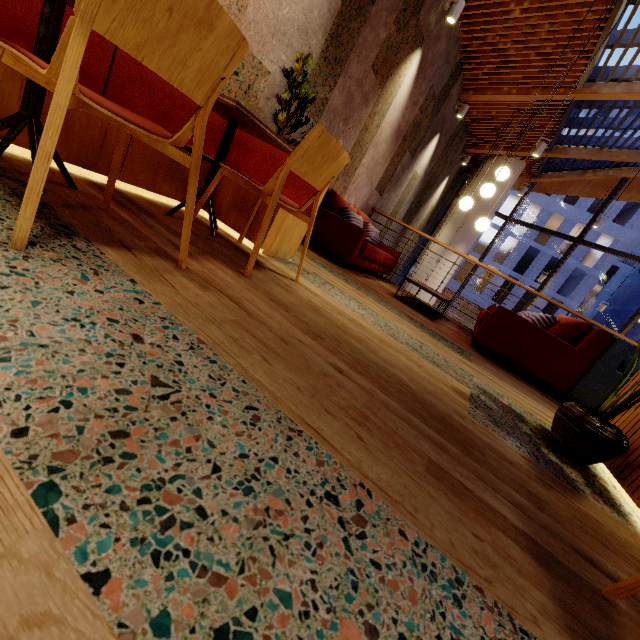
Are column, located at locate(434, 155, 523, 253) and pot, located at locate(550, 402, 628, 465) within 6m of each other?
no

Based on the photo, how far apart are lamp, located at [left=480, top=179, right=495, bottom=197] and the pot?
3.3 meters

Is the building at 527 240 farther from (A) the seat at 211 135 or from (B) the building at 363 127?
(A) the seat at 211 135

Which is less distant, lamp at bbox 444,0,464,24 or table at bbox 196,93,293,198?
table at bbox 196,93,293,198

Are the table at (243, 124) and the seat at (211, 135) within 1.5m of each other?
yes

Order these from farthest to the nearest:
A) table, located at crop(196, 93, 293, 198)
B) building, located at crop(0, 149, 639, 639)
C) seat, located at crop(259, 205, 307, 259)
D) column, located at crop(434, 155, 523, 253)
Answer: column, located at crop(434, 155, 523, 253) → seat, located at crop(259, 205, 307, 259) → table, located at crop(196, 93, 293, 198) → building, located at crop(0, 149, 639, 639)

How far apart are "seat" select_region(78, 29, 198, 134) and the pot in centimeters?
224cm

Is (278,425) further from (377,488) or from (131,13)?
(131,13)
